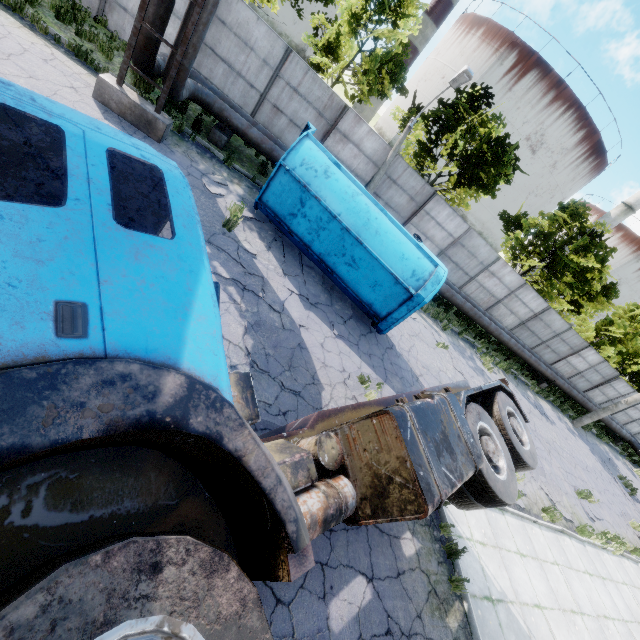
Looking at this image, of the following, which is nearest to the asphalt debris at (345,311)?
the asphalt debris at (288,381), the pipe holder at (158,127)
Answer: the asphalt debris at (288,381)

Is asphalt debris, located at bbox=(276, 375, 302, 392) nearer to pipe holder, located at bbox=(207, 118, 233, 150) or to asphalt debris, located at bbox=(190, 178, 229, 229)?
asphalt debris, located at bbox=(190, 178, 229, 229)

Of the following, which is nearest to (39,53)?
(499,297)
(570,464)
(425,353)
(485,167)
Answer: (425,353)

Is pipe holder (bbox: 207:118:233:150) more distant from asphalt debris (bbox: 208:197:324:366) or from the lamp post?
the lamp post

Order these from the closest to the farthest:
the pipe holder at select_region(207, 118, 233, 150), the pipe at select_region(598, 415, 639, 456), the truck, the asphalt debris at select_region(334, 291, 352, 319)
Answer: the truck < the asphalt debris at select_region(334, 291, 352, 319) < the pipe holder at select_region(207, 118, 233, 150) < the pipe at select_region(598, 415, 639, 456)

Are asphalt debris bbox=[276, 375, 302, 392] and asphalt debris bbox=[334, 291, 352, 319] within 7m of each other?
yes

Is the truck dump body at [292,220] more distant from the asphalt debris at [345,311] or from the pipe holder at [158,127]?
the pipe holder at [158,127]

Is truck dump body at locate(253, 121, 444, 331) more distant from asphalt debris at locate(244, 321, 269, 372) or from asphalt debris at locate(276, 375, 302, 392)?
asphalt debris at locate(276, 375, 302, 392)
